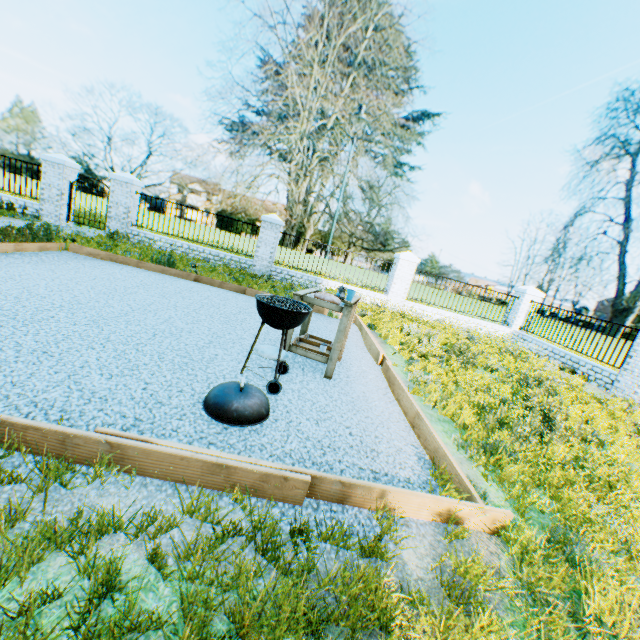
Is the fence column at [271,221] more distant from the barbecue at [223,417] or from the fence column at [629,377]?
the fence column at [629,377]

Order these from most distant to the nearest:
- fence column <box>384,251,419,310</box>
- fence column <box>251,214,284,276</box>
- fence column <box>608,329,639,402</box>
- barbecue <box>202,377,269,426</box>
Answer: fence column <box>384,251,419,310</box> → fence column <box>251,214,284,276</box> → fence column <box>608,329,639,402</box> → barbecue <box>202,377,269,426</box>

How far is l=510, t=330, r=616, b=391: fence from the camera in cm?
942

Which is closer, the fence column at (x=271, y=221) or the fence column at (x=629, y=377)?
the fence column at (x=629, y=377)

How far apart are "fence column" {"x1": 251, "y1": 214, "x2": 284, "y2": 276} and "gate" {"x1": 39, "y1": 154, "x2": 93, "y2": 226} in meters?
7.1

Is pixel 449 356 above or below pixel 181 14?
below

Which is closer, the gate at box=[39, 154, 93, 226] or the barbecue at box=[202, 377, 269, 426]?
the barbecue at box=[202, 377, 269, 426]

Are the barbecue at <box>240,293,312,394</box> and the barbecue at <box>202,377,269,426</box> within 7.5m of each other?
yes
